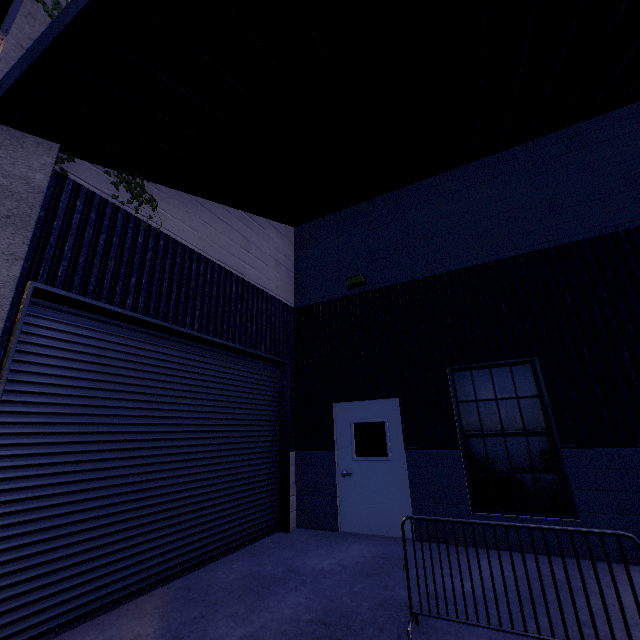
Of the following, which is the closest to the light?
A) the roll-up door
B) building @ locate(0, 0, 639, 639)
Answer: building @ locate(0, 0, 639, 639)

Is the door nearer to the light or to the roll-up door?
the roll-up door

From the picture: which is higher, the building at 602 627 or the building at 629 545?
the building at 629 545

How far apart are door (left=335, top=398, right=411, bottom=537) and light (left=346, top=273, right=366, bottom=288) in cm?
256

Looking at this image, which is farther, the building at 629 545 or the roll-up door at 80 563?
the building at 629 545

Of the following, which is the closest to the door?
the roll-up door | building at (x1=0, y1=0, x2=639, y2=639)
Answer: building at (x1=0, y1=0, x2=639, y2=639)

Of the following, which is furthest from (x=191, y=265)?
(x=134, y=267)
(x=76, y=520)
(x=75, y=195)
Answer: (x=76, y=520)

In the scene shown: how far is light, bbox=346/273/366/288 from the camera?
7.55m
